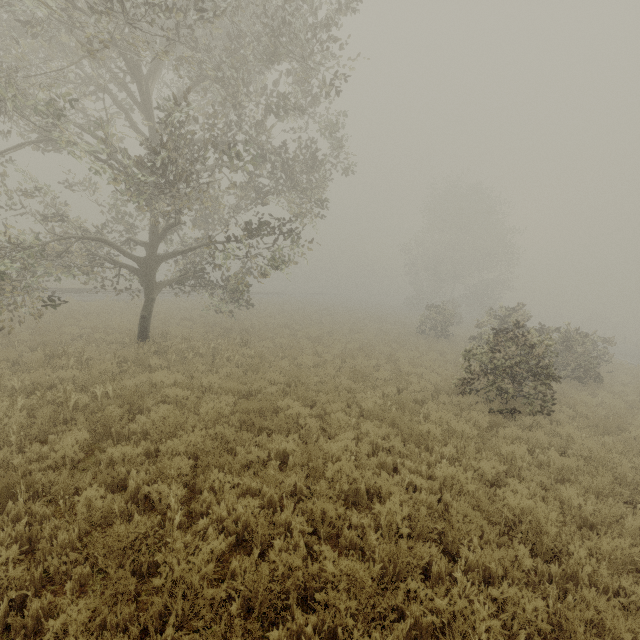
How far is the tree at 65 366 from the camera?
8.66m

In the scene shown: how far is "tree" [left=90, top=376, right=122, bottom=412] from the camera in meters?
7.4

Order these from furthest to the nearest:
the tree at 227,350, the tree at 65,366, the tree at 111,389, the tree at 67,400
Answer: the tree at 227,350
the tree at 65,366
the tree at 111,389
the tree at 67,400

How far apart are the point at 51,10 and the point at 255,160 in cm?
468

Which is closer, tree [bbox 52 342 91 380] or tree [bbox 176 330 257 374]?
tree [bbox 52 342 91 380]

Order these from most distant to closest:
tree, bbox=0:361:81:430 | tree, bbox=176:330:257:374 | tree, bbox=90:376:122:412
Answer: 1. tree, bbox=176:330:257:374
2. tree, bbox=90:376:122:412
3. tree, bbox=0:361:81:430
